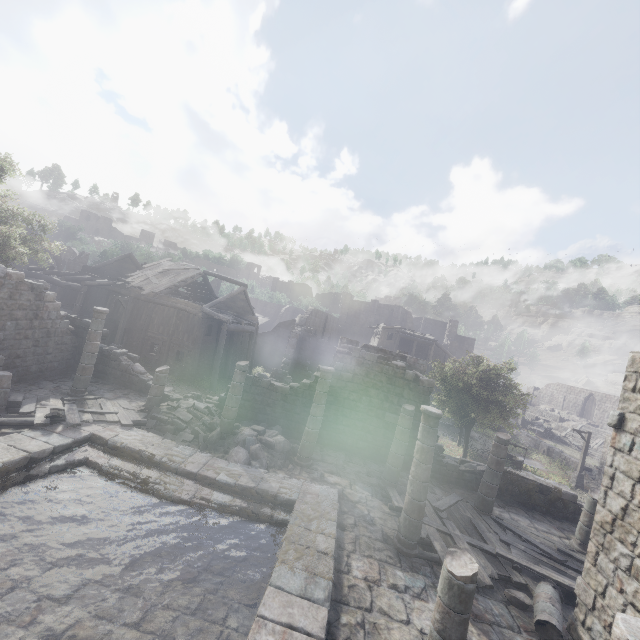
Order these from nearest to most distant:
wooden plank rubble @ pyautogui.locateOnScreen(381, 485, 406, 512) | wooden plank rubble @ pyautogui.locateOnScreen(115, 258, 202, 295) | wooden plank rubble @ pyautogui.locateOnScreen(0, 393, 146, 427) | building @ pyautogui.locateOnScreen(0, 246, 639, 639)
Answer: building @ pyautogui.locateOnScreen(0, 246, 639, 639)
wooden plank rubble @ pyautogui.locateOnScreen(0, 393, 146, 427)
wooden plank rubble @ pyautogui.locateOnScreen(381, 485, 406, 512)
wooden plank rubble @ pyautogui.locateOnScreen(115, 258, 202, 295)

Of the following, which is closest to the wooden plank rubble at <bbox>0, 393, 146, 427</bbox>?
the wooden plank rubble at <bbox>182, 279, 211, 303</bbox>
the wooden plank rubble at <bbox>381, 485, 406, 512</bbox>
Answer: the wooden plank rubble at <bbox>381, 485, 406, 512</bbox>

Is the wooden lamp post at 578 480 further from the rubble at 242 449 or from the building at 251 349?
the rubble at 242 449

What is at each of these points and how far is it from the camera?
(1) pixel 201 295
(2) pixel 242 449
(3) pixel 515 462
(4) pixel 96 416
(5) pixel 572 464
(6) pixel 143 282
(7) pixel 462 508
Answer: (1) wooden plank rubble, 33.9m
(2) rubble, 11.7m
(3) well, 27.7m
(4) wooden plank rubble, 11.7m
(5) building, 31.0m
(6) wooden plank rubble, 26.9m
(7) wooden plank rubble, 12.1m

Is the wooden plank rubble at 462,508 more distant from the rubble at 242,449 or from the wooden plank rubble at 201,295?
the wooden plank rubble at 201,295

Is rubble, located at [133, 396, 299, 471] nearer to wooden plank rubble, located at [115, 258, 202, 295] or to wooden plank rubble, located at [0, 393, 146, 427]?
wooden plank rubble, located at [0, 393, 146, 427]

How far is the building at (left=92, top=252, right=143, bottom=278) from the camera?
30.6m

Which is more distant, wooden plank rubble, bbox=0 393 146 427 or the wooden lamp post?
the wooden lamp post
